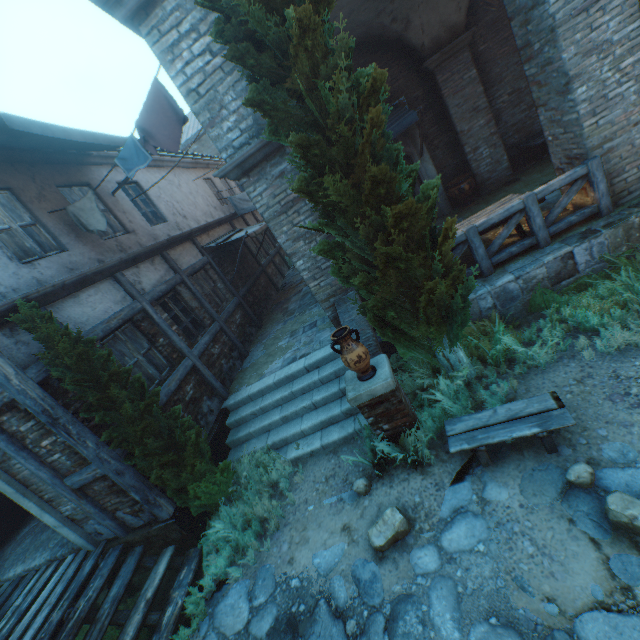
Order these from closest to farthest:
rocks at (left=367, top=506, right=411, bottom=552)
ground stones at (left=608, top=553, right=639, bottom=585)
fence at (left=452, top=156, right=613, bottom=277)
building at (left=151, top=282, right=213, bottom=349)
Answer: ground stones at (left=608, top=553, right=639, bottom=585)
rocks at (left=367, top=506, right=411, bottom=552)
fence at (left=452, top=156, right=613, bottom=277)
building at (left=151, top=282, right=213, bottom=349)

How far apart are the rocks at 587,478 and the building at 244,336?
8.24m

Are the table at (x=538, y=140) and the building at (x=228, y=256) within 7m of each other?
no

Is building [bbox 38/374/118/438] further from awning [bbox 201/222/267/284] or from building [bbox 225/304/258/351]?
building [bbox 225/304/258/351]

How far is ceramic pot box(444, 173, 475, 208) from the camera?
9.4 meters

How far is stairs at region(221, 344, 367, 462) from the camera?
6.0m

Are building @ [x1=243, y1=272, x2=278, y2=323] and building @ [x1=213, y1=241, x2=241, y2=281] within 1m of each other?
yes

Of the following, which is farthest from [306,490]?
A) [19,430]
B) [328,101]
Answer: [328,101]
